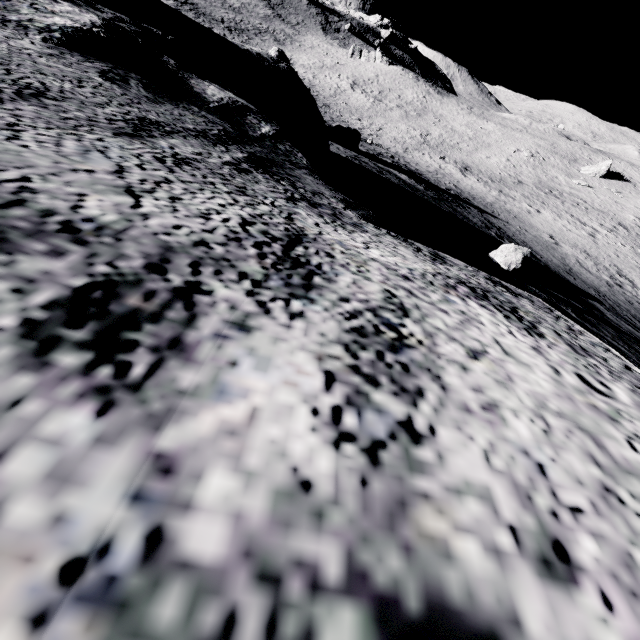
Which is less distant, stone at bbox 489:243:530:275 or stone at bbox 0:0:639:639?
→ stone at bbox 0:0:639:639

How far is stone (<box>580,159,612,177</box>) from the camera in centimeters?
4350cm

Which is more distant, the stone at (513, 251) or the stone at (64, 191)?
the stone at (513, 251)

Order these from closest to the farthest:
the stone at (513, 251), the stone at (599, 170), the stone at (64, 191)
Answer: the stone at (64, 191), the stone at (513, 251), the stone at (599, 170)

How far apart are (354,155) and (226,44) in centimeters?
1015cm

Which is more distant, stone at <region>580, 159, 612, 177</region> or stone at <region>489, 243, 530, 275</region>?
stone at <region>580, 159, 612, 177</region>

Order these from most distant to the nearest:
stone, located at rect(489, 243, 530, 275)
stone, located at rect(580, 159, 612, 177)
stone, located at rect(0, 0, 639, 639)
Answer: stone, located at rect(580, 159, 612, 177), stone, located at rect(489, 243, 530, 275), stone, located at rect(0, 0, 639, 639)
